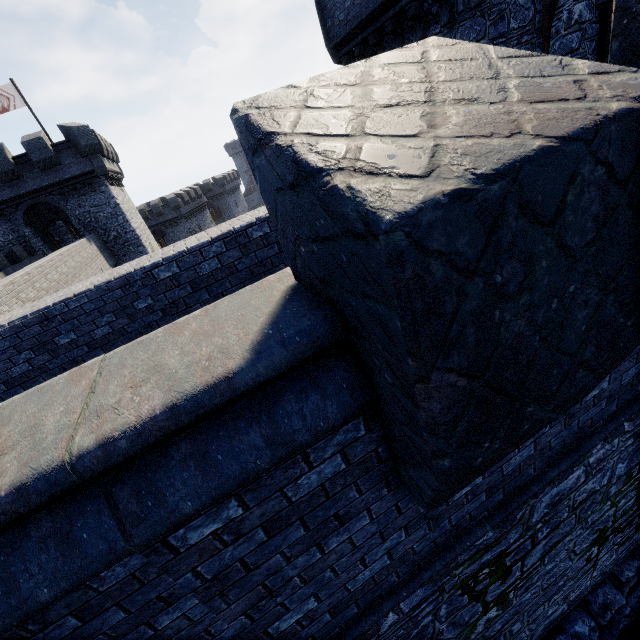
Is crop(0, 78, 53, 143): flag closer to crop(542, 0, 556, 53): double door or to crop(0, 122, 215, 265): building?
crop(0, 122, 215, 265): building

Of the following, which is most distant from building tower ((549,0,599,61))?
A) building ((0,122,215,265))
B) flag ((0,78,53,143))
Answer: flag ((0,78,53,143))

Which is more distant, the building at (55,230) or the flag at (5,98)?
the building at (55,230)

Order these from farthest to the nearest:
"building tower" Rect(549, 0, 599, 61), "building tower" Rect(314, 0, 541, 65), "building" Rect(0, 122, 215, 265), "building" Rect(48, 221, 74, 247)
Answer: "building" Rect(48, 221, 74, 247), "building" Rect(0, 122, 215, 265), "building tower" Rect(314, 0, 541, 65), "building tower" Rect(549, 0, 599, 61)

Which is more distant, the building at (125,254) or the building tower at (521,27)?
the building at (125,254)

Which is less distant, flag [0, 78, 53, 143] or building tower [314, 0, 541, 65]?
building tower [314, 0, 541, 65]

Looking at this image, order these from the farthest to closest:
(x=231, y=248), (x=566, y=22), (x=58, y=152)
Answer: (x=58, y=152) < (x=566, y=22) < (x=231, y=248)
